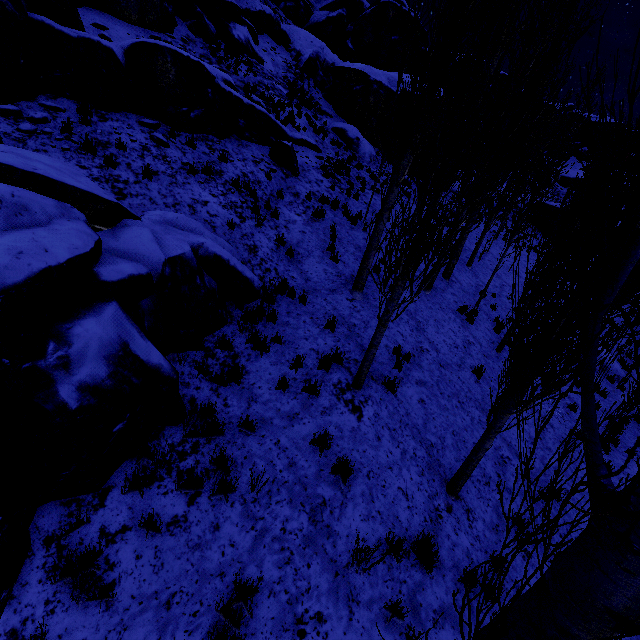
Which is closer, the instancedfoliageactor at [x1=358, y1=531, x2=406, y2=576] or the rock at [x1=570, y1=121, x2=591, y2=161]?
the instancedfoliageactor at [x1=358, y1=531, x2=406, y2=576]

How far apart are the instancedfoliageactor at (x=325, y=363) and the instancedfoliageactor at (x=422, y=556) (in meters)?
3.28

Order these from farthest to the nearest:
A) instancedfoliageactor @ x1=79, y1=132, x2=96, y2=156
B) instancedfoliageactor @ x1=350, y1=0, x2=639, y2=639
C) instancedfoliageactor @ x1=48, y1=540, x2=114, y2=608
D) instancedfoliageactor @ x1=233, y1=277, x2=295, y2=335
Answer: instancedfoliageactor @ x1=79, y1=132, x2=96, y2=156, instancedfoliageactor @ x1=233, y1=277, x2=295, y2=335, instancedfoliageactor @ x1=48, y1=540, x2=114, y2=608, instancedfoliageactor @ x1=350, y1=0, x2=639, y2=639

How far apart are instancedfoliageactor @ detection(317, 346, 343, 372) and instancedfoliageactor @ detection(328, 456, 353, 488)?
2.1 meters

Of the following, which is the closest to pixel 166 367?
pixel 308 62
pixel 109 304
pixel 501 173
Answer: pixel 109 304

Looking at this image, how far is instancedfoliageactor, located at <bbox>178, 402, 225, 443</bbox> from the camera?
4.70m

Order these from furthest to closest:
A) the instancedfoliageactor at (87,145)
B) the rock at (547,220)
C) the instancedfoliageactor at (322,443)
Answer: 1. the rock at (547,220)
2. the instancedfoliageactor at (87,145)
3. the instancedfoliageactor at (322,443)

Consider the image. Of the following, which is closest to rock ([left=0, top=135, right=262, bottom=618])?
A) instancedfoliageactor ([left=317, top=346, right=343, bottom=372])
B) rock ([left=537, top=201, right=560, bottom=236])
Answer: instancedfoliageactor ([left=317, top=346, right=343, bottom=372])
